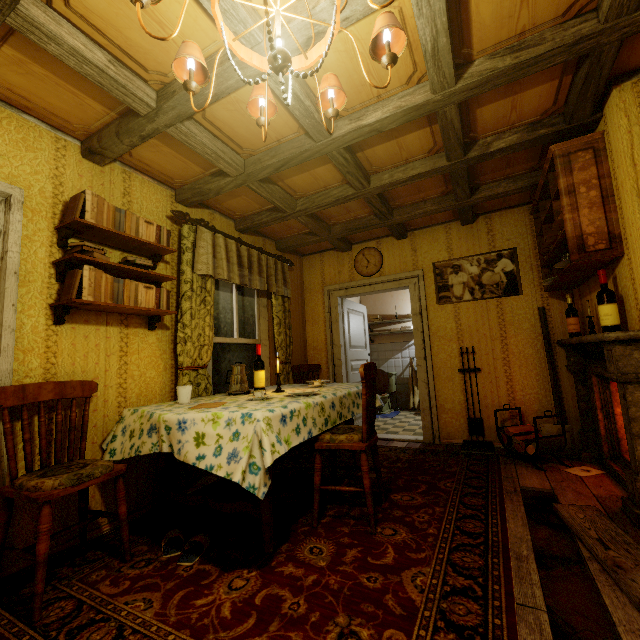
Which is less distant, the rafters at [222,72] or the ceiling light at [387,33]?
the ceiling light at [387,33]

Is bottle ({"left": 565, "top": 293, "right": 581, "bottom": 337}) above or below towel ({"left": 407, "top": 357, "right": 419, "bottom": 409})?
above

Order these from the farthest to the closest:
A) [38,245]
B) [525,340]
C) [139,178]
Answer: [525,340] < [139,178] < [38,245]

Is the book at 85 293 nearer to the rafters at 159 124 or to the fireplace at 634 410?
the rafters at 159 124

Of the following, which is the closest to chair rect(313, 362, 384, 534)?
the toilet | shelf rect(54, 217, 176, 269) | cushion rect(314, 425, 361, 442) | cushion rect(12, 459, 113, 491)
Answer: cushion rect(314, 425, 361, 442)

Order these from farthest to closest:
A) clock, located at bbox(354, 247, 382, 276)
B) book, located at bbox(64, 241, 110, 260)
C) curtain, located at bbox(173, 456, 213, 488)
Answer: clock, located at bbox(354, 247, 382, 276), curtain, located at bbox(173, 456, 213, 488), book, located at bbox(64, 241, 110, 260)

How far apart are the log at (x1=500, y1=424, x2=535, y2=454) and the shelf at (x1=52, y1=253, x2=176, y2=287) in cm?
370

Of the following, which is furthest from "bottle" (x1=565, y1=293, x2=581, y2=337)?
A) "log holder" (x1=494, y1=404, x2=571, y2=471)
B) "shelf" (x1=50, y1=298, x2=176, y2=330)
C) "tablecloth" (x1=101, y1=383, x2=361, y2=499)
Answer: "shelf" (x1=50, y1=298, x2=176, y2=330)
